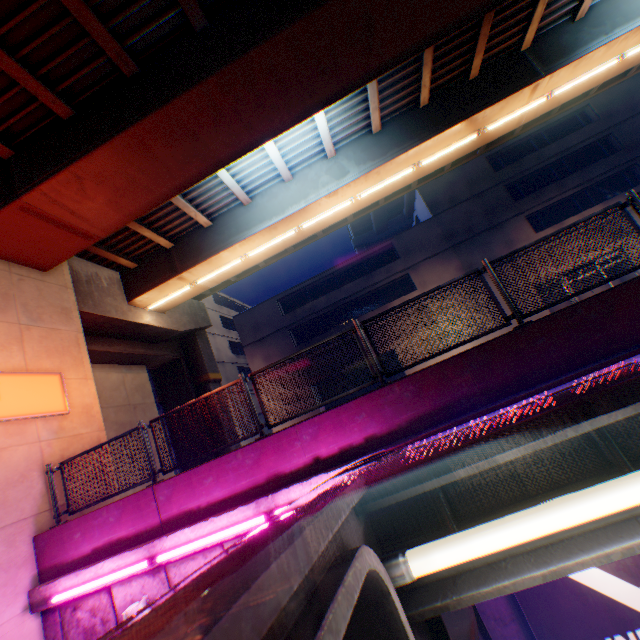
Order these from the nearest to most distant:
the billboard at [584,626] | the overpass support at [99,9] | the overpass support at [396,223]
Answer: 1. the billboard at [584,626]
2. the overpass support at [99,9]
3. the overpass support at [396,223]

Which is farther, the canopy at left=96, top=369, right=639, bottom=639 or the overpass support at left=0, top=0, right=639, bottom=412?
the overpass support at left=0, top=0, right=639, bottom=412

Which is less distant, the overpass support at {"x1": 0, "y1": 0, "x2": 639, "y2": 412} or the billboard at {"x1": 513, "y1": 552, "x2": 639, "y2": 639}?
the billboard at {"x1": 513, "y1": 552, "x2": 639, "y2": 639}

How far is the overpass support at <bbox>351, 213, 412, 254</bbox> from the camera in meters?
52.3 m

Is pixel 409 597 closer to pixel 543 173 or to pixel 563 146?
pixel 543 173

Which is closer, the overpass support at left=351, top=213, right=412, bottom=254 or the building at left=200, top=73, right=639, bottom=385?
the building at left=200, top=73, right=639, bottom=385

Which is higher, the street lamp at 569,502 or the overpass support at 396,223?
the overpass support at 396,223

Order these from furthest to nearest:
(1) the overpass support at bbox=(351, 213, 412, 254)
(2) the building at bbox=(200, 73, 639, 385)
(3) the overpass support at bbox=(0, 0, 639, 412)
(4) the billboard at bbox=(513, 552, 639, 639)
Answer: (1) the overpass support at bbox=(351, 213, 412, 254) < (2) the building at bbox=(200, 73, 639, 385) < (3) the overpass support at bbox=(0, 0, 639, 412) < (4) the billboard at bbox=(513, 552, 639, 639)
